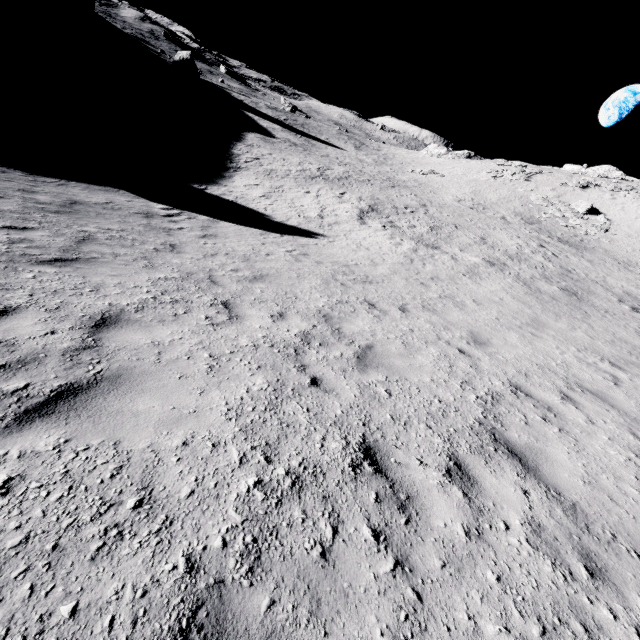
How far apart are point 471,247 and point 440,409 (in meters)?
18.30

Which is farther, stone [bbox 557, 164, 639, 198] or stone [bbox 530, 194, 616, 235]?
stone [bbox 557, 164, 639, 198]

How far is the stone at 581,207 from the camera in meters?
34.1

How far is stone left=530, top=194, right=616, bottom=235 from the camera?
34.1 meters

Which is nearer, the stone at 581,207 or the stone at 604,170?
the stone at 581,207

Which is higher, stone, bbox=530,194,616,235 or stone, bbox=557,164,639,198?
stone, bbox=557,164,639,198
